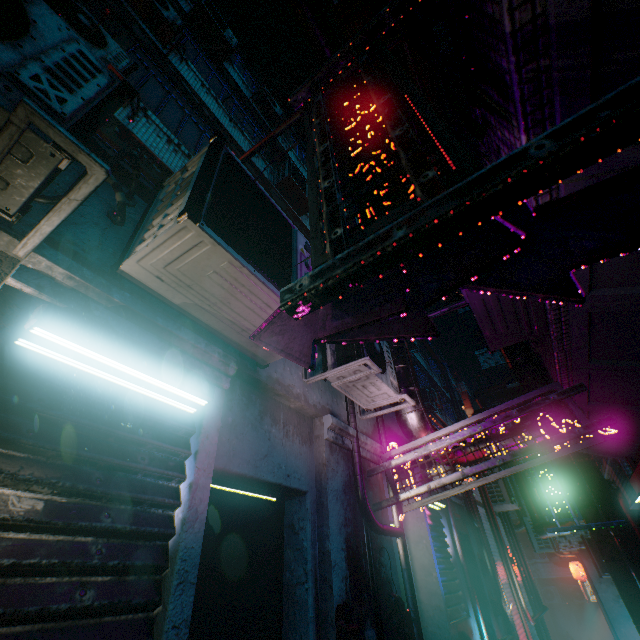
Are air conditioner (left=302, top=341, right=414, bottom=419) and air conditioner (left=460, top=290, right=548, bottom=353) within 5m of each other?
yes

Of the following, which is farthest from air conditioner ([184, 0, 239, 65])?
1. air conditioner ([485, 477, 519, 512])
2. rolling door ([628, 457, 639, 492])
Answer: air conditioner ([485, 477, 519, 512])

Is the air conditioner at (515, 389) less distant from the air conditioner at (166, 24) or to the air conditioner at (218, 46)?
the air conditioner at (166, 24)

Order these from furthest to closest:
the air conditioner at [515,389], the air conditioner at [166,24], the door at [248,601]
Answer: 1. the air conditioner at [166,24]
2. the air conditioner at [515,389]
3. the door at [248,601]

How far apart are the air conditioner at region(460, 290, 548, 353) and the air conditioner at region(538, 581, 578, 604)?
23.2 meters

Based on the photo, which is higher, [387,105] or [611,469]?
[611,469]

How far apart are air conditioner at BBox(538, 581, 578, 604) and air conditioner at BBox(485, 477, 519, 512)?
15.2m

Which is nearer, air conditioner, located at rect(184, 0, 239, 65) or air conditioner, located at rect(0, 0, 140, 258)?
air conditioner, located at rect(0, 0, 140, 258)
